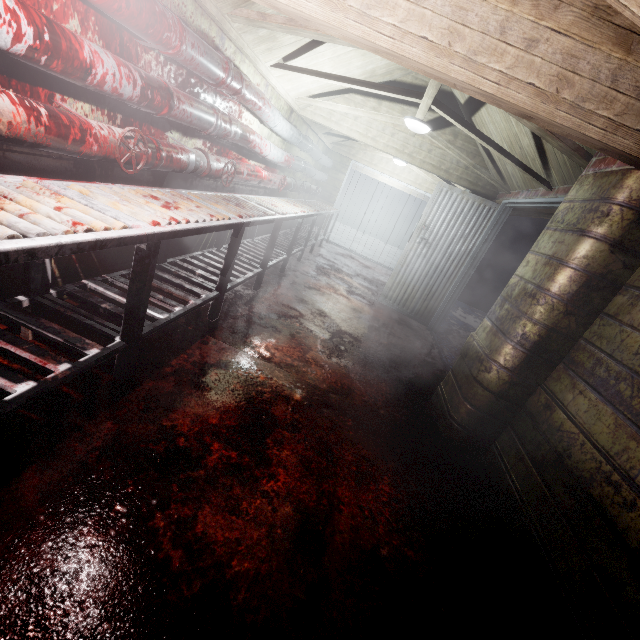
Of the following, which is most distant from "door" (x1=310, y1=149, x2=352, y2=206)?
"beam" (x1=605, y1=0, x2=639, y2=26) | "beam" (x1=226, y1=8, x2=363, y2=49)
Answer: "beam" (x1=605, y1=0, x2=639, y2=26)

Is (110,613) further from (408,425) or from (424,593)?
(408,425)

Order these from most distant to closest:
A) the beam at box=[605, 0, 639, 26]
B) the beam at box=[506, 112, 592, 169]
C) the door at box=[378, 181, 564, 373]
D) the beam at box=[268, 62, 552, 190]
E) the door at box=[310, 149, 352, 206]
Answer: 1. the door at box=[310, 149, 352, 206]
2. the door at box=[378, 181, 564, 373]
3. the beam at box=[268, 62, 552, 190]
4. the beam at box=[506, 112, 592, 169]
5. the beam at box=[605, 0, 639, 26]

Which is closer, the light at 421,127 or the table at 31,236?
the table at 31,236

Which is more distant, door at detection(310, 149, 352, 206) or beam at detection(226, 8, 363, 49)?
door at detection(310, 149, 352, 206)

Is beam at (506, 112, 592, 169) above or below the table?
above

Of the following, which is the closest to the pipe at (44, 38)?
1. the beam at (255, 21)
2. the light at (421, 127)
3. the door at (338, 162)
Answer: the door at (338, 162)

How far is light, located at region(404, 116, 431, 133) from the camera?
3.5m
